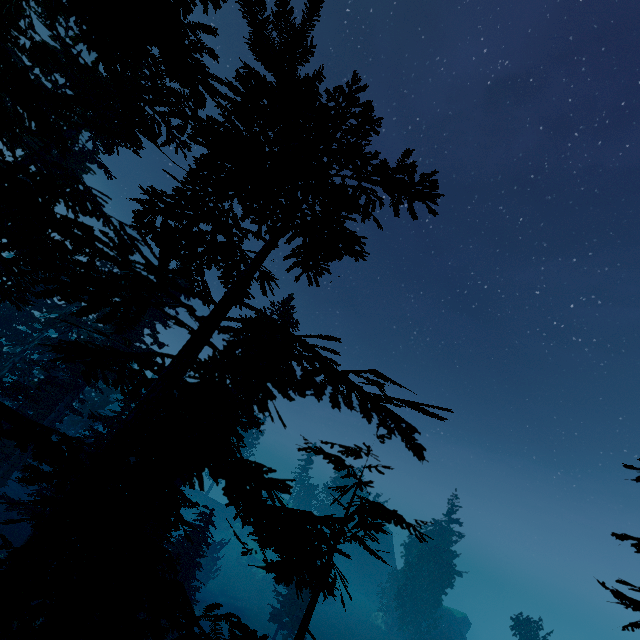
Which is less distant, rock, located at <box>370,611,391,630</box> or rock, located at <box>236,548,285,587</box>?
rock, located at <box>370,611,391,630</box>

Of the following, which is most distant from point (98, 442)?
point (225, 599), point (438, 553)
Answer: point (438, 553)

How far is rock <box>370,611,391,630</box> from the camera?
49.8m

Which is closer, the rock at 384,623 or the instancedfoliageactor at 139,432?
the instancedfoliageactor at 139,432

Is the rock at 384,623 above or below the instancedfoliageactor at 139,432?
below

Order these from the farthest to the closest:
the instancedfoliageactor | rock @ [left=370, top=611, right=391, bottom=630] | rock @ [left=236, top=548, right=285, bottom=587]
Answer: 1. rock @ [left=236, top=548, right=285, bottom=587]
2. rock @ [left=370, top=611, right=391, bottom=630]
3. the instancedfoliageactor

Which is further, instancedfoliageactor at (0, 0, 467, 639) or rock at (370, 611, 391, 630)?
rock at (370, 611, 391, 630)
